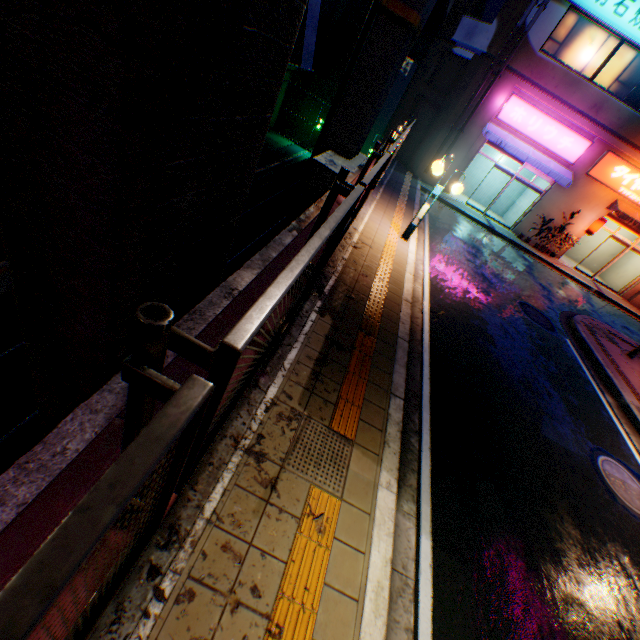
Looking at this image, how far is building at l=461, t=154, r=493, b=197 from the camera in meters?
19.8

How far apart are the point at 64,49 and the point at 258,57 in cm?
195

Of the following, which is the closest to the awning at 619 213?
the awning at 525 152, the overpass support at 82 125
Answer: the awning at 525 152

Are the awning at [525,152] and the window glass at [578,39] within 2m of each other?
no

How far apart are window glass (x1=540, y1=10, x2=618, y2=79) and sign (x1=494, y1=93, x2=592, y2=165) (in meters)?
1.62

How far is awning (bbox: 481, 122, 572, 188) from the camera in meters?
15.9 m

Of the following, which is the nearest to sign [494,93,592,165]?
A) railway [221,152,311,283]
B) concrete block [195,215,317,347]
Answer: concrete block [195,215,317,347]

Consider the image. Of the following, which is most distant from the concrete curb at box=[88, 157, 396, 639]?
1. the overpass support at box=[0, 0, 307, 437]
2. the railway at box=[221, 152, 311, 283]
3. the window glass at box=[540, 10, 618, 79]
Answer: the window glass at box=[540, 10, 618, 79]
